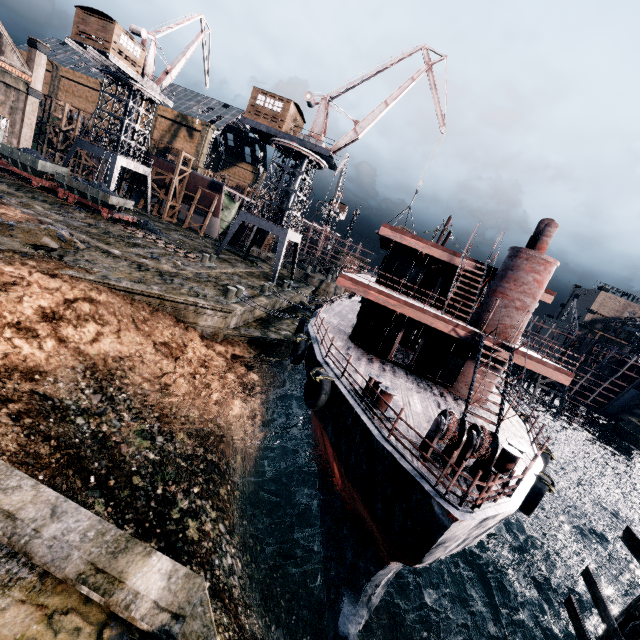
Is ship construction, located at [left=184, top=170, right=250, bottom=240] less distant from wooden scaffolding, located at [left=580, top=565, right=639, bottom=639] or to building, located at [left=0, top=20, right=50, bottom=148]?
building, located at [left=0, top=20, right=50, bottom=148]

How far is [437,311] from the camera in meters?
19.0 m

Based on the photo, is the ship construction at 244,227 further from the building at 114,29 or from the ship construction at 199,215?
the building at 114,29

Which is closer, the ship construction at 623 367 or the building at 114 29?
the building at 114 29

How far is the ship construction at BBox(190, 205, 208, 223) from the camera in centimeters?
4897cm

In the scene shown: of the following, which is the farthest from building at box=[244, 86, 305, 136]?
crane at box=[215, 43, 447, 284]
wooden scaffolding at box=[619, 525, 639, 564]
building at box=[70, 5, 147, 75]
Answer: wooden scaffolding at box=[619, 525, 639, 564]

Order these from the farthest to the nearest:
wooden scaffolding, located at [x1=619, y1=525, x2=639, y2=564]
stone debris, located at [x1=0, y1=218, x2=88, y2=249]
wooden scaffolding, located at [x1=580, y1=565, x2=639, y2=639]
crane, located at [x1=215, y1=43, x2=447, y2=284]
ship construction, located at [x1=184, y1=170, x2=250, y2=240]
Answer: ship construction, located at [x1=184, y1=170, x2=250, y2=240], crane, located at [x1=215, y1=43, x2=447, y2=284], stone debris, located at [x1=0, y1=218, x2=88, y2=249], wooden scaffolding, located at [x1=619, y1=525, x2=639, y2=564], wooden scaffolding, located at [x1=580, y1=565, x2=639, y2=639]

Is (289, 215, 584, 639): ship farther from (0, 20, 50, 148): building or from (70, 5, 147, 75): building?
A: (0, 20, 50, 148): building
